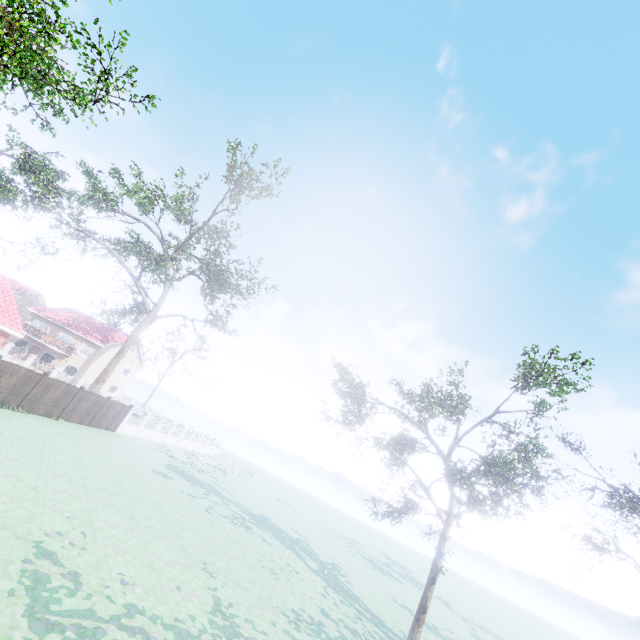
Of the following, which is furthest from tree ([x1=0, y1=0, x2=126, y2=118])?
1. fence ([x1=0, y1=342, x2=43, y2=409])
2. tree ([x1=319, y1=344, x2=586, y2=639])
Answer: tree ([x1=319, y1=344, x2=586, y2=639])

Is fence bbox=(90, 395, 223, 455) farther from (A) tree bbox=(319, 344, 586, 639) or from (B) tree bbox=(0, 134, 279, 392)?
(A) tree bbox=(319, 344, 586, 639)

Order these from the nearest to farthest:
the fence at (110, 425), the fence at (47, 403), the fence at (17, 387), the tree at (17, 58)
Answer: the tree at (17, 58) < the fence at (17, 387) < the fence at (47, 403) < the fence at (110, 425)

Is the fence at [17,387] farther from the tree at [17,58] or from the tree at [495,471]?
the tree at [495,471]

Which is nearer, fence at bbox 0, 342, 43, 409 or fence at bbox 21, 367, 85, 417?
fence at bbox 0, 342, 43, 409

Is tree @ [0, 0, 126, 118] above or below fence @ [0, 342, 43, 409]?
above

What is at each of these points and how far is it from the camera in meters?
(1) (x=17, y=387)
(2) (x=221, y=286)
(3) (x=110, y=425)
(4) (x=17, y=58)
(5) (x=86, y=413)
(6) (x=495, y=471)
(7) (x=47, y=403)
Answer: (1) fence, 18.9
(2) tree, 43.6
(3) fence, 27.5
(4) tree, 16.8
(5) fence, 24.5
(6) tree, 17.6
(7) fence, 21.1

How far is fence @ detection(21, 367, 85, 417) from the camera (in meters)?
20.22
